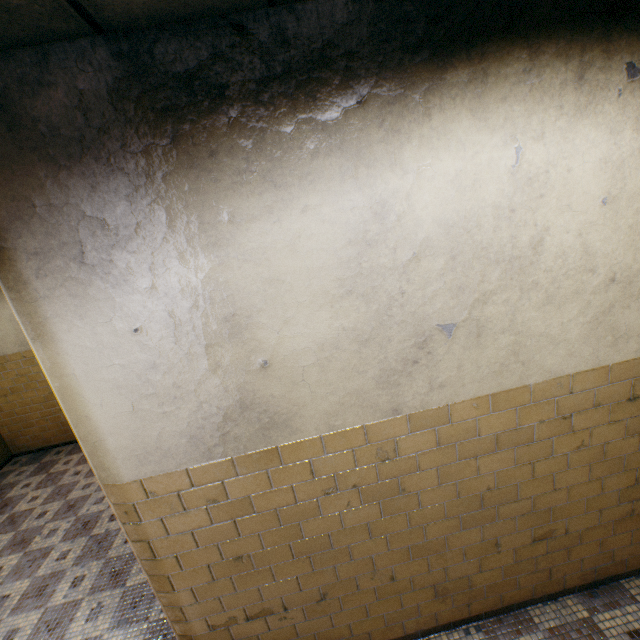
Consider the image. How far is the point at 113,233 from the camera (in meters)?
1.44
